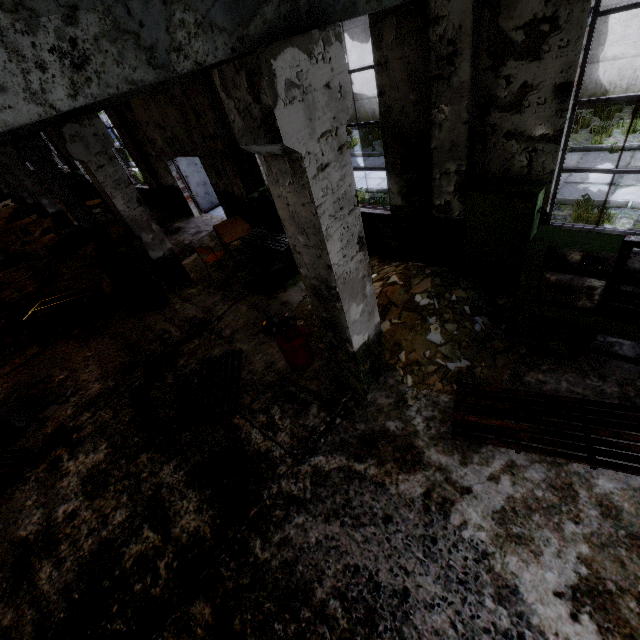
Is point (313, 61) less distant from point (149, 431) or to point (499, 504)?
point (499, 504)

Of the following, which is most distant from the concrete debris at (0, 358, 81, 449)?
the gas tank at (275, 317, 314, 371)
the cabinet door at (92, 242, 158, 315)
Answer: the gas tank at (275, 317, 314, 371)

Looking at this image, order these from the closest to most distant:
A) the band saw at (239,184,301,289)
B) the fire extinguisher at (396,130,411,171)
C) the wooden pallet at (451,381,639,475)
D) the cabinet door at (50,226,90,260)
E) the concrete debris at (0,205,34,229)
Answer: the wooden pallet at (451,381,639,475) < the fire extinguisher at (396,130,411,171) < the band saw at (239,184,301,289) < the cabinet door at (50,226,90,260) < the concrete debris at (0,205,34,229)

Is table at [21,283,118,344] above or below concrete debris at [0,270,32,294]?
above

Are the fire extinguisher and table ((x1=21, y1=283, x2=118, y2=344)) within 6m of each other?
no

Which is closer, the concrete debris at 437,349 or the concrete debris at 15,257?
the concrete debris at 437,349

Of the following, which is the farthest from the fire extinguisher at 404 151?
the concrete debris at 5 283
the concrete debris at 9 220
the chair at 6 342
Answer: the concrete debris at 9 220

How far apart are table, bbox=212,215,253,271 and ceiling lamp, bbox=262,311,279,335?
2.57m
